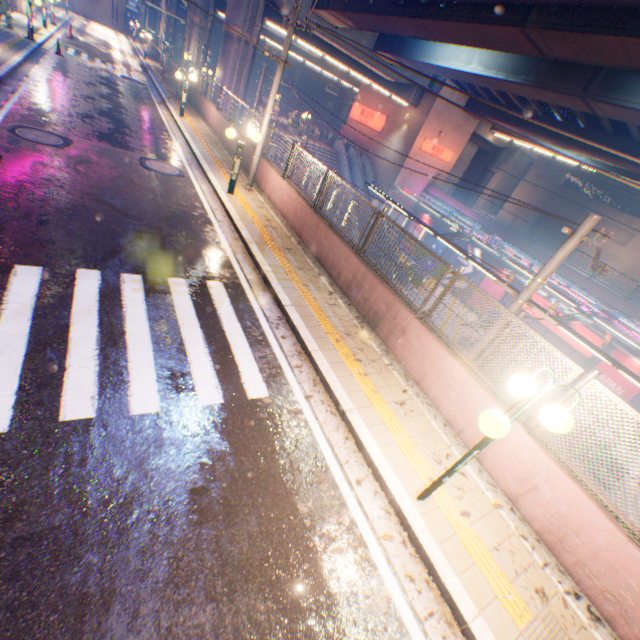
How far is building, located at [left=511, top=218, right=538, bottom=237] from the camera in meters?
45.3 m

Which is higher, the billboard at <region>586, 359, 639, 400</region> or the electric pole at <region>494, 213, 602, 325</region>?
the electric pole at <region>494, 213, 602, 325</region>

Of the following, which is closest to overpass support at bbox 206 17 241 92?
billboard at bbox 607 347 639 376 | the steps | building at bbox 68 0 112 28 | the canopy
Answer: building at bbox 68 0 112 28

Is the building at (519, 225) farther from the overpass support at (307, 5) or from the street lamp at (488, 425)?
the street lamp at (488, 425)

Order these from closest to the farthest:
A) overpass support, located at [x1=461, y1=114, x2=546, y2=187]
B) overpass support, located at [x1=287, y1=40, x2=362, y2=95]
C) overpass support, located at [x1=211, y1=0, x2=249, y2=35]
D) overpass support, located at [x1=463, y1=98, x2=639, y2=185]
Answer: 1. overpass support, located at [x1=211, y1=0, x2=249, y2=35]
2. overpass support, located at [x1=463, y1=98, x2=639, y2=185]
3. overpass support, located at [x1=461, y1=114, x2=546, y2=187]
4. overpass support, located at [x1=287, y1=40, x2=362, y2=95]

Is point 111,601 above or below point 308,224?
below

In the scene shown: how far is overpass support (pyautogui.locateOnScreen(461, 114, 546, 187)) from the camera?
32.26m

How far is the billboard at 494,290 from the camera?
27.42m
